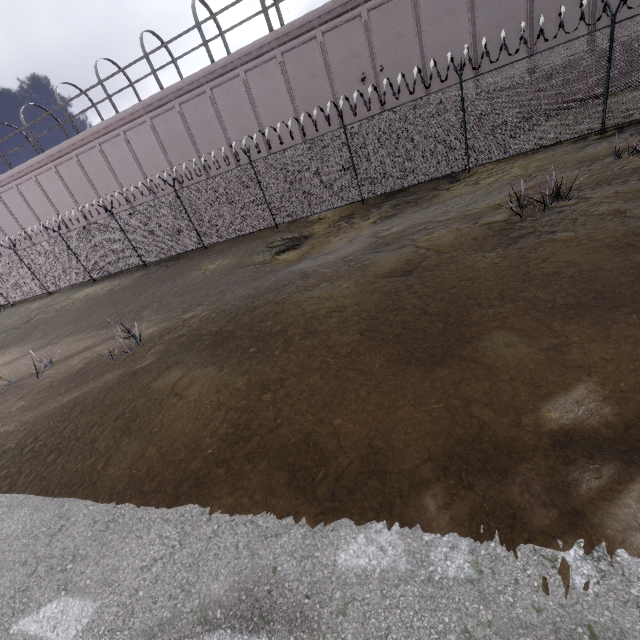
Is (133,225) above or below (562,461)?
above
